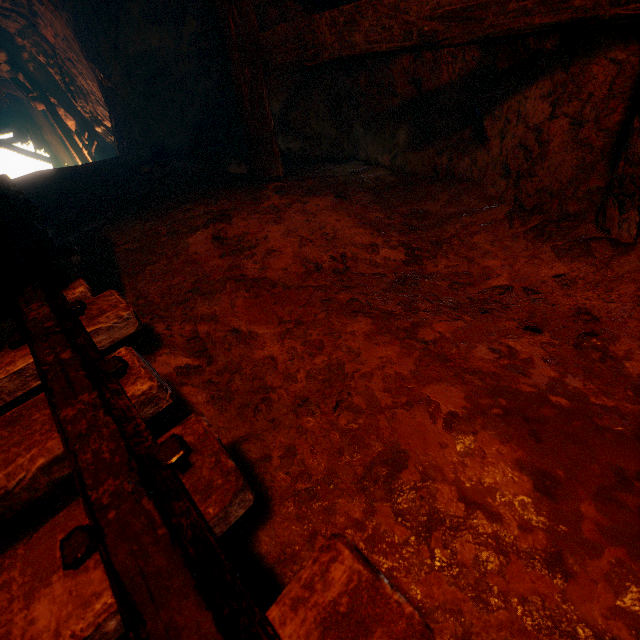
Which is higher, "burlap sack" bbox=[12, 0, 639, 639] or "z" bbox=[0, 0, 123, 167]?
"z" bbox=[0, 0, 123, 167]

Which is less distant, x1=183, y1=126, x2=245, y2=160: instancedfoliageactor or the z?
x1=183, y1=126, x2=245, y2=160: instancedfoliageactor

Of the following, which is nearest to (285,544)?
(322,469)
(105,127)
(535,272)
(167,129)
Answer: (322,469)

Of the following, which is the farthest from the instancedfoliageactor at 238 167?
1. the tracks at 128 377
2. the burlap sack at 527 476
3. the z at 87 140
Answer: the z at 87 140

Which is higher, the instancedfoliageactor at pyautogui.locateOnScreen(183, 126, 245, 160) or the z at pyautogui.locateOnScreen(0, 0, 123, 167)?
the z at pyautogui.locateOnScreen(0, 0, 123, 167)

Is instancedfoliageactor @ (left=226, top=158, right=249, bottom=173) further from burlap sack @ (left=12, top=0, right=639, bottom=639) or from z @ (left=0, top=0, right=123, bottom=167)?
z @ (left=0, top=0, right=123, bottom=167)

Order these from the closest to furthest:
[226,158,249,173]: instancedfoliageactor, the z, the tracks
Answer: the tracks < [226,158,249,173]: instancedfoliageactor < the z

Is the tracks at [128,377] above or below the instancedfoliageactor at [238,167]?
below
